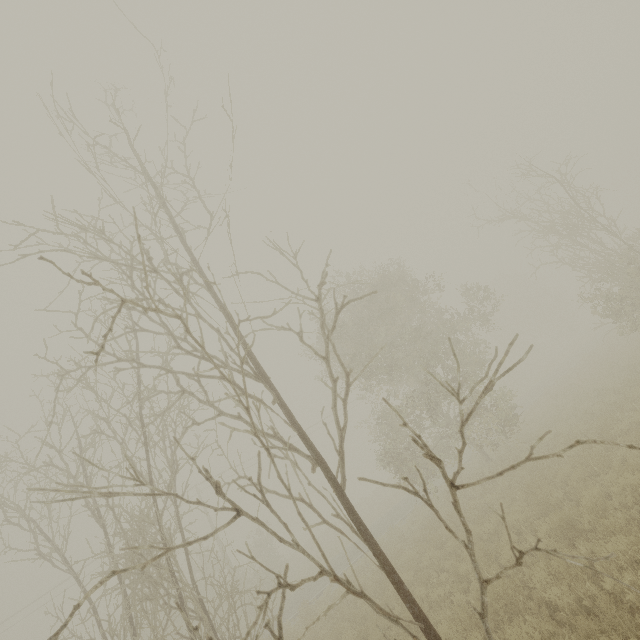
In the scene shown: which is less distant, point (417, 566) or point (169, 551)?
point (169, 551)
